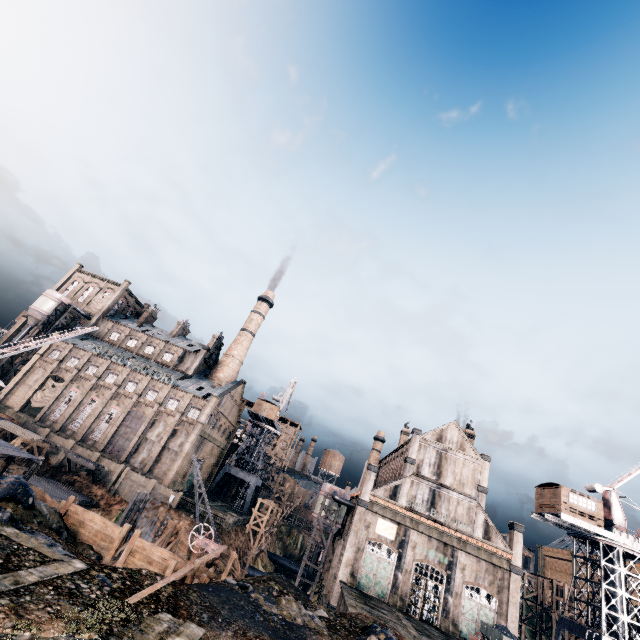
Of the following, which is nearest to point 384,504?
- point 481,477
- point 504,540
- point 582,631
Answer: point 481,477

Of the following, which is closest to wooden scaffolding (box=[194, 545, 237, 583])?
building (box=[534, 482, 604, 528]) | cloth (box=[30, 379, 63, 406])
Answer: building (box=[534, 482, 604, 528])

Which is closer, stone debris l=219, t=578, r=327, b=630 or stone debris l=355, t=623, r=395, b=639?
stone debris l=219, t=578, r=327, b=630

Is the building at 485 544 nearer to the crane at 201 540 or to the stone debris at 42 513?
the crane at 201 540

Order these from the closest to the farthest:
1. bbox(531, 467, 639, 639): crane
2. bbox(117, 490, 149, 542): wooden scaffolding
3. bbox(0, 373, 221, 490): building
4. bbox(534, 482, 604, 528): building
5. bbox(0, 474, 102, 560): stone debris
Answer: bbox(0, 474, 102, 560): stone debris, bbox(531, 467, 639, 639): crane, bbox(534, 482, 604, 528): building, bbox(117, 490, 149, 542): wooden scaffolding, bbox(0, 373, 221, 490): building

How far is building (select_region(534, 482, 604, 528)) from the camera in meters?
34.8

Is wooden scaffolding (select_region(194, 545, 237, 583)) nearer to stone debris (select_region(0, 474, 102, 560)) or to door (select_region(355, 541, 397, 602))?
stone debris (select_region(0, 474, 102, 560))

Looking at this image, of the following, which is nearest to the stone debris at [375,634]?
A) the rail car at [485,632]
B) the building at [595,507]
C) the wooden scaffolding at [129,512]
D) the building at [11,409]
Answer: the rail car at [485,632]
